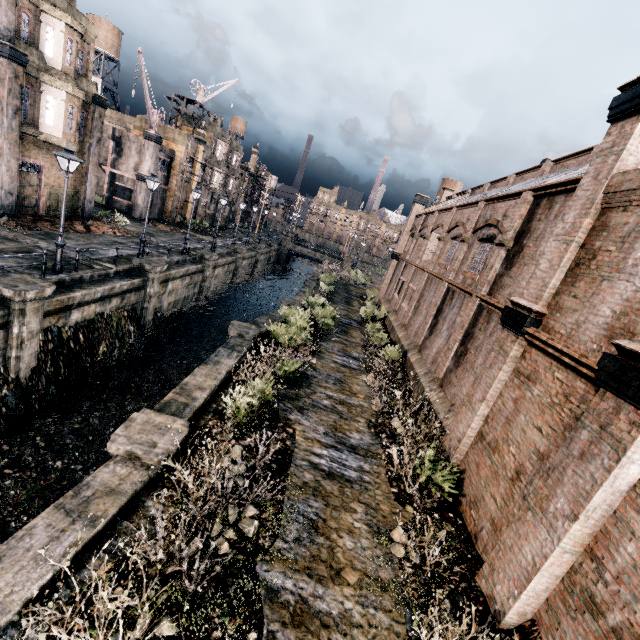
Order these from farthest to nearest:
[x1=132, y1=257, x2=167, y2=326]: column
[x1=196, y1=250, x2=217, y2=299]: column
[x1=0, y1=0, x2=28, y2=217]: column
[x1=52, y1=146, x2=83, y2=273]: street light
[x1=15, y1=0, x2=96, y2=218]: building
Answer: [x1=196, y1=250, x2=217, y2=299]: column < [x1=132, y1=257, x2=167, y2=326]: column < [x1=15, y1=0, x2=96, y2=218]: building < [x1=0, y1=0, x2=28, y2=217]: column < [x1=52, y1=146, x2=83, y2=273]: street light

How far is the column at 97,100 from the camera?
24.86m

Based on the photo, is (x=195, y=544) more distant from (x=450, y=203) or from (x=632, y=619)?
(x=450, y=203)

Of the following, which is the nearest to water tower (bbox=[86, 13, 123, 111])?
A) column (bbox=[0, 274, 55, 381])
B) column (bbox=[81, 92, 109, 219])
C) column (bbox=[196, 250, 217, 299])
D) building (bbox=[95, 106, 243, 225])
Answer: building (bbox=[95, 106, 243, 225])

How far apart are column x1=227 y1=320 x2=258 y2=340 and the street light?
8.5m

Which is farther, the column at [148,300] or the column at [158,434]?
the column at [148,300]

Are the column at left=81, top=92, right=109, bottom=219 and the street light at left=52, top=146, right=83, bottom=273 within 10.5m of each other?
no

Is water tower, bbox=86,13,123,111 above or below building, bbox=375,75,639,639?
above
